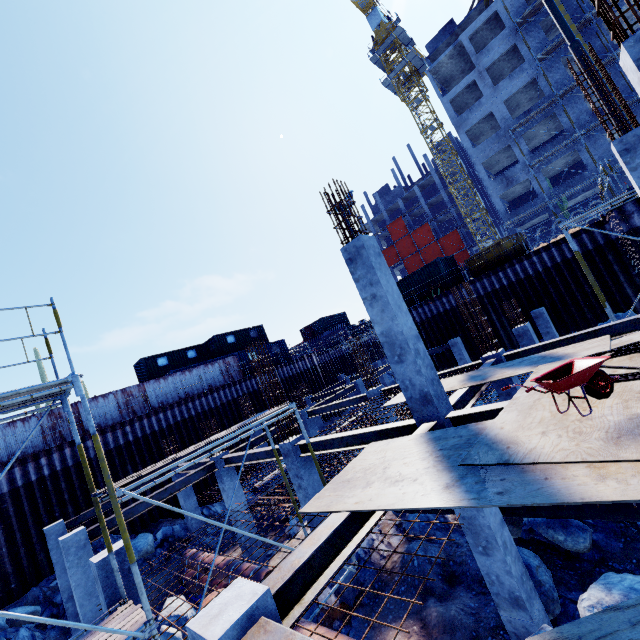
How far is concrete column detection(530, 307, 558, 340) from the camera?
17.4m

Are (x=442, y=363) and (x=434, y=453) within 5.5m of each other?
no

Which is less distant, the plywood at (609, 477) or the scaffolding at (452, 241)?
the plywood at (609, 477)

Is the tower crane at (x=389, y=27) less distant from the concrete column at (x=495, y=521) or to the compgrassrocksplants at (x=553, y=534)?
the concrete column at (x=495, y=521)

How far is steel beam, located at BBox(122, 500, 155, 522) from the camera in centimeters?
1058cm

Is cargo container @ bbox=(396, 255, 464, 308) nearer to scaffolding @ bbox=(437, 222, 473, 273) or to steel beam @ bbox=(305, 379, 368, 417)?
scaffolding @ bbox=(437, 222, 473, 273)

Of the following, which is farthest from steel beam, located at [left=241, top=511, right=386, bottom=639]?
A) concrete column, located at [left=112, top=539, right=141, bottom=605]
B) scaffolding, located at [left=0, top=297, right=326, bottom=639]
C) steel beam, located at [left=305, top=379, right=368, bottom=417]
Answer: steel beam, located at [left=305, top=379, right=368, bottom=417]

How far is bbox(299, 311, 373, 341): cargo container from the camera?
49.56m
